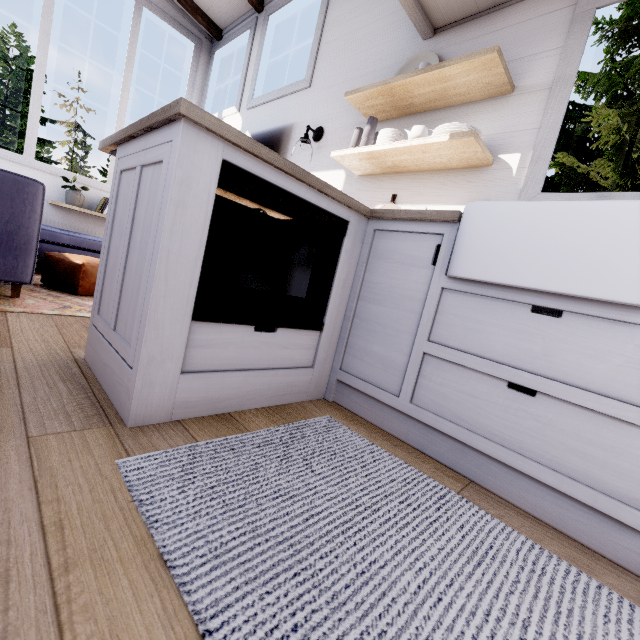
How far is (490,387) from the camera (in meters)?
1.24

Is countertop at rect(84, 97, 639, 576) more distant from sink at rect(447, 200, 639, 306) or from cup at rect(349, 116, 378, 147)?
cup at rect(349, 116, 378, 147)

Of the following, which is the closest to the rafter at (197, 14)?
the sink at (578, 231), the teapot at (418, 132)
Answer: the teapot at (418, 132)

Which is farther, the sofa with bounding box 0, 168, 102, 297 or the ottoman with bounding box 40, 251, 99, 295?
the ottoman with bounding box 40, 251, 99, 295

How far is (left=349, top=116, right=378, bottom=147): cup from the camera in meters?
2.3

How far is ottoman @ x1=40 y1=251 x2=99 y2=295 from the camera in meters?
2.8 m

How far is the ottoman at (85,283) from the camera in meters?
2.8

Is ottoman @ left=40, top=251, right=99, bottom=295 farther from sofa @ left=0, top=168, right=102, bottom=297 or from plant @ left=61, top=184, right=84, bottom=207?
plant @ left=61, top=184, right=84, bottom=207
